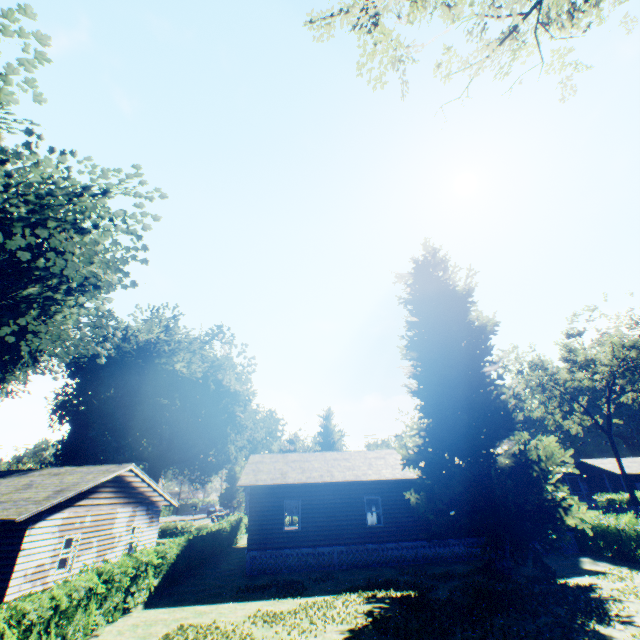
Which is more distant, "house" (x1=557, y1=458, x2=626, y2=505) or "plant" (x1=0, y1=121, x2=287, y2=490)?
"house" (x1=557, y1=458, x2=626, y2=505)

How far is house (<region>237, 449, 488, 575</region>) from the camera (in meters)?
18.61

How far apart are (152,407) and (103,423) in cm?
1052

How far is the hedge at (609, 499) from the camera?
36.2 meters

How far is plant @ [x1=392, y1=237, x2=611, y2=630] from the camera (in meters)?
14.14

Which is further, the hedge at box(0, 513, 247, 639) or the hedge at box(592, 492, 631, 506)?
the hedge at box(592, 492, 631, 506)

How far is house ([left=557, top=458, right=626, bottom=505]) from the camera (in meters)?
46.78

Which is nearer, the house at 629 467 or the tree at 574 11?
the tree at 574 11
